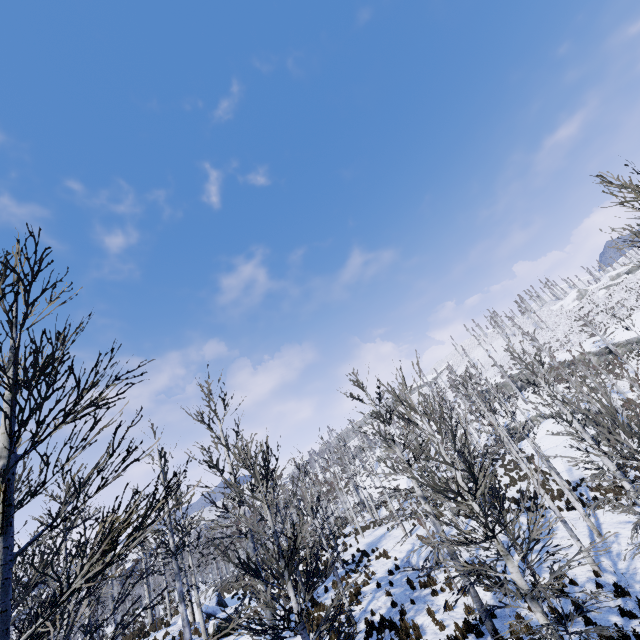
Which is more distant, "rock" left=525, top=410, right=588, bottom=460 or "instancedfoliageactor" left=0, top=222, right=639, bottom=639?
"rock" left=525, top=410, right=588, bottom=460

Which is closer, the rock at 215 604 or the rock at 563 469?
the rock at 215 604

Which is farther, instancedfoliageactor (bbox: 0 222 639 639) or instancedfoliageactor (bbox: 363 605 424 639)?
instancedfoliageactor (bbox: 363 605 424 639)

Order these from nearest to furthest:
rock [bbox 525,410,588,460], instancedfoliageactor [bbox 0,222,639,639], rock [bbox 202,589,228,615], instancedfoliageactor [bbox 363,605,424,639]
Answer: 1. instancedfoliageactor [bbox 0,222,639,639]
2. instancedfoliageactor [bbox 363,605,424,639]
3. rock [bbox 202,589,228,615]
4. rock [bbox 525,410,588,460]

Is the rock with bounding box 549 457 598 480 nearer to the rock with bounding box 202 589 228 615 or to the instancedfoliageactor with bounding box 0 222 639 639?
the instancedfoliageactor with bounding box 0 222 639 639

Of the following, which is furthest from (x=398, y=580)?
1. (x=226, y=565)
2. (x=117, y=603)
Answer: (x=226, y=565)

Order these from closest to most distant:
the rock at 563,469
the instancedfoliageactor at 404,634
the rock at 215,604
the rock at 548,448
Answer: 1. the instancedfoliageactor at 404,634
2. the rock at 215,604
3. the rock at 563,469
4. the rock at 548,448
